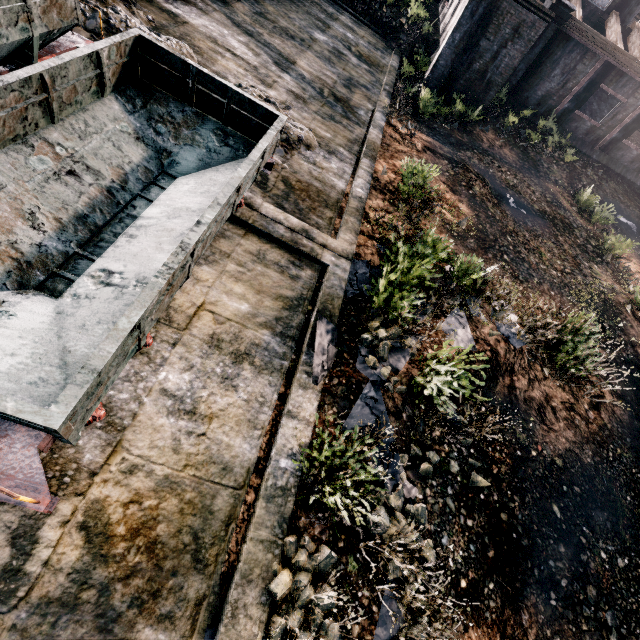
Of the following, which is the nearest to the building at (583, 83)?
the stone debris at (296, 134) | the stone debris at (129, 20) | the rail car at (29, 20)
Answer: the stone debris at (296, 134)

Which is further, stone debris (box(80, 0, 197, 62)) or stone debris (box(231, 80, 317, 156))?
stone debris (box(231, 80, 317, 156))

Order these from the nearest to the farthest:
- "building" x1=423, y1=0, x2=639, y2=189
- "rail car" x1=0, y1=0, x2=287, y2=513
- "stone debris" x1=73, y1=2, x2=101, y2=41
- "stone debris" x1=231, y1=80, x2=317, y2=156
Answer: "rail car" x1=0, y1=0, x2=287, y2=513 → "stone debris" x1=73, y1=2, x2=101, y2=41 → "stone debris" x1=231, y1=80, x2=317, y2=156 → "building" x1=423, y1=0, x2=639, y2=189

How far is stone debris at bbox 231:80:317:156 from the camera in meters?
10.2 m

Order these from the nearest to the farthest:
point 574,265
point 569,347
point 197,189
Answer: point 197,189 < point 569,347 < point 574,265

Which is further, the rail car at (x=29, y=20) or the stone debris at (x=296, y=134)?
the stone debris at (x=296, y=134)

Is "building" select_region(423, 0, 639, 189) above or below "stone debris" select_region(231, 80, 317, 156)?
above

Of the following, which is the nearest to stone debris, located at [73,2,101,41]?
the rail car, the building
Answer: the rail car
